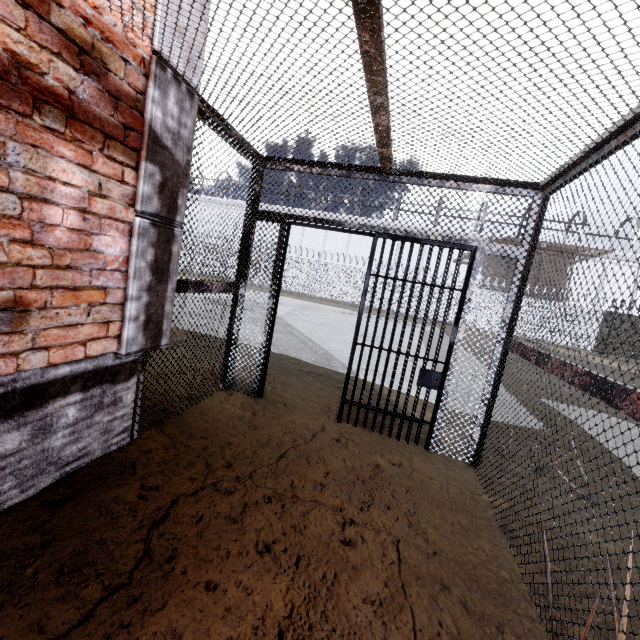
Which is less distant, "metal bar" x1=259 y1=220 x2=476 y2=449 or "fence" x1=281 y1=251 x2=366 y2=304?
"metal bar" x1=259 y1=220 x2=476 y2=449

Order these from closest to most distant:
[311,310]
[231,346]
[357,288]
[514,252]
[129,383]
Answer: [129,383]
[514,252]
[231,346]
[311,310]
[357,288]

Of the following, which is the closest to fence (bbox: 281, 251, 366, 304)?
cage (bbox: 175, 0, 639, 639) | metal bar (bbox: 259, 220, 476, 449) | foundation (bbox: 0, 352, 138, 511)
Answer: cage (bbox: 175, 0, 639, 639)

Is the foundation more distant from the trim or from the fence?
the fence

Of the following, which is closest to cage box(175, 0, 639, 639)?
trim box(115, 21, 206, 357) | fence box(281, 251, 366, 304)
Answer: trim box(115, 21, 206, 357)

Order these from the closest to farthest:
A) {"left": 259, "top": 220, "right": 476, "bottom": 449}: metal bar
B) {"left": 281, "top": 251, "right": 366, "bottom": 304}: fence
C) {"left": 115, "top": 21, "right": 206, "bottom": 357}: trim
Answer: {"left": 115, "top": 21, "right": 206, "bottom": 357}: trim, {"left": 259, "top": 220, "right": 476, "bottom": 449}: metal bar, {"left": 281, "top": 251, "right": 366, "bottom": 304}: fence

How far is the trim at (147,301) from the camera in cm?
210

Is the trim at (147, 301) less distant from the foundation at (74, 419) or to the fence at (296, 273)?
the foundation at (74, 419)
